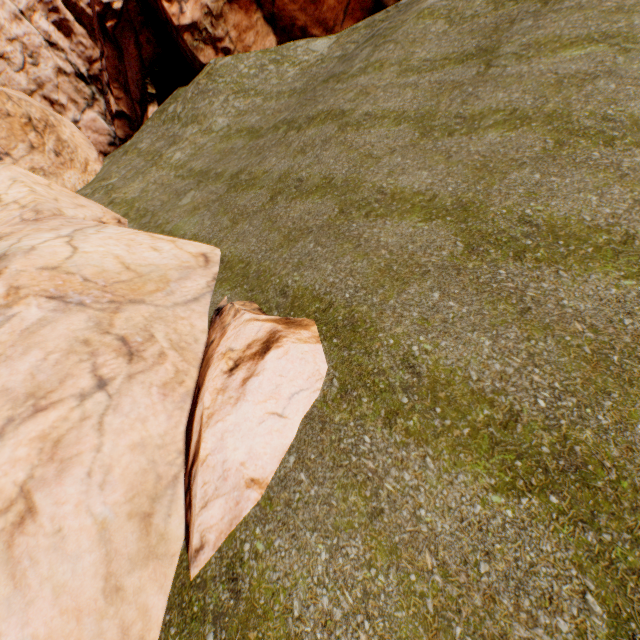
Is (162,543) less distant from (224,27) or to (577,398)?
(577,398)
